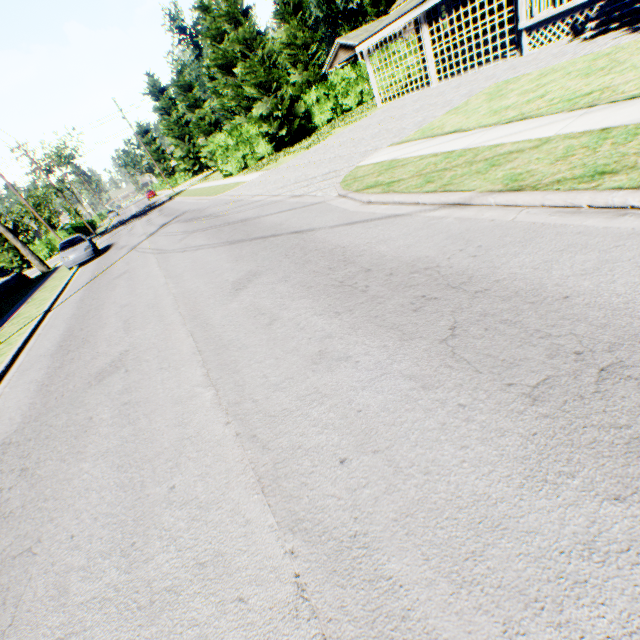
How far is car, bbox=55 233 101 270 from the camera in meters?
19.1

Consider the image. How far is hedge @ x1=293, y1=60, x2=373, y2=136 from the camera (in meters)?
27.06

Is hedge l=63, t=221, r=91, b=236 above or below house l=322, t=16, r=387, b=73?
below

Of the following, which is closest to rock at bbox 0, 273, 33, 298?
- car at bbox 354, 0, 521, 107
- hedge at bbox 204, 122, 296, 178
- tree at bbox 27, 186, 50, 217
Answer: hedge at bbox 204, 122, 296, 178

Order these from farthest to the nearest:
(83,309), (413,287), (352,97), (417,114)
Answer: (352,97) < (417,114) < (83,309) < (413,287)

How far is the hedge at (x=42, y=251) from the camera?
40.9m

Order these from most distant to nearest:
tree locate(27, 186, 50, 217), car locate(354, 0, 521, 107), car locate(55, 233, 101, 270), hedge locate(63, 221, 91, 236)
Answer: tree locate(27, 186, 50, 217) → hedge locate(63, 221, 91, 236) → car locate(55, 233, 101, 270) → car locate(354, 0, 521, 107)

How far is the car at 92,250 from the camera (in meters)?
19.08
